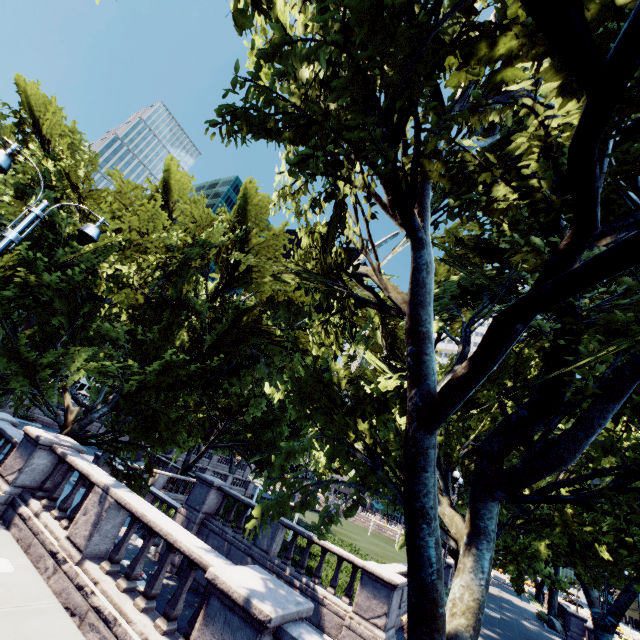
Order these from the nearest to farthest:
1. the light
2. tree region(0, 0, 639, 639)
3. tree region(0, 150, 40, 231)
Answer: tree region(0, 0, 639, 639) → the light → tree region(0, 150, 40, 231)

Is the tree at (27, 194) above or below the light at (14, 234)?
above

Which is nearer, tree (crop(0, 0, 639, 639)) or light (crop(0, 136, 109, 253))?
tree (crop(0, 0, 639, 639))

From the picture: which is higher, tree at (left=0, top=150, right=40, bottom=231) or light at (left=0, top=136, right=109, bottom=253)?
tree at (left=0, top=150, right=40, bottom=231)

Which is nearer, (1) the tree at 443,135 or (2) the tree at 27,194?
(1) the tree at 443,135

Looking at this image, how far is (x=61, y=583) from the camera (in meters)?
7.00

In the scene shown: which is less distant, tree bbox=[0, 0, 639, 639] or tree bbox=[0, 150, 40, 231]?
tree bbox=[0, 0, 639, 639]
